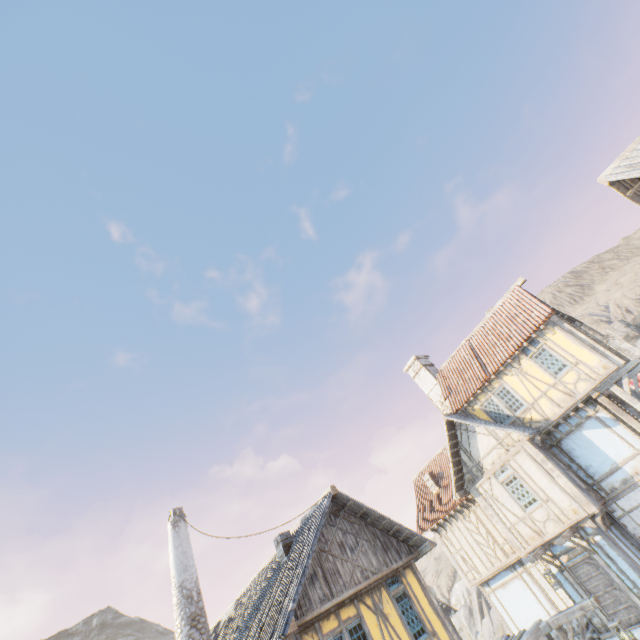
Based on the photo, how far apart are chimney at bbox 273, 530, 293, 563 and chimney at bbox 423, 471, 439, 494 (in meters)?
10.42

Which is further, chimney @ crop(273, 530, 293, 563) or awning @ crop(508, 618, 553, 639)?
chimney @ crop(273, 530, 293, 563)

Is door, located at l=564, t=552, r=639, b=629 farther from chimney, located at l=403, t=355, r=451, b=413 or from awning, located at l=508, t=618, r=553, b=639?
chimney, located at l=403, t=355, r=451, b=413

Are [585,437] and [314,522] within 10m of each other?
no

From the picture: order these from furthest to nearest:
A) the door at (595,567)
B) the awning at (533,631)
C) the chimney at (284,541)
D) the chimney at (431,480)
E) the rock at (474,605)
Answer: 1. the rock at (474,605)
2. the chimney at (431,480)
3. the chimney at (284,541)
4. the door at (595,567)
5. the awning at (533,631)

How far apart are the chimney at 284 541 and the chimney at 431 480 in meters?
10.4

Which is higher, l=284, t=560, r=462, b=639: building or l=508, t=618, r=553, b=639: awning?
l=284, t=560, r=462, b=639: building

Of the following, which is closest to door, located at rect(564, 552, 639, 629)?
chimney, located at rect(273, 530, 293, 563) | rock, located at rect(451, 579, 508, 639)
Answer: rock, located at rect(451, 579, 508, 639)
